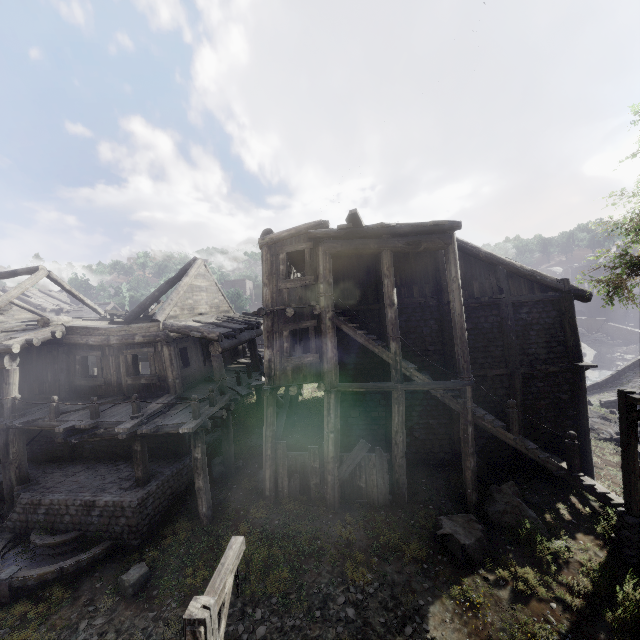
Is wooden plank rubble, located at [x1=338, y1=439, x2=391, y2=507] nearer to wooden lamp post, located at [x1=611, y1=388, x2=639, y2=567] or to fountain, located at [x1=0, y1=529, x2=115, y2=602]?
wooden lamp post, located at [x1=611, y1=388, x2=639, y2=567]

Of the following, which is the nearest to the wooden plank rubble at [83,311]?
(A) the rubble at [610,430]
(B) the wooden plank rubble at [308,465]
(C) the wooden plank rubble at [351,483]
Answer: (B) the wooden plank rubble at [308,465]

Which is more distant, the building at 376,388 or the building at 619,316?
the building at 619,316

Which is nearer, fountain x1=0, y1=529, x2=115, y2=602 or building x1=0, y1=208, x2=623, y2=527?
fountain x1=0, y1=529, x2=115, y2=602

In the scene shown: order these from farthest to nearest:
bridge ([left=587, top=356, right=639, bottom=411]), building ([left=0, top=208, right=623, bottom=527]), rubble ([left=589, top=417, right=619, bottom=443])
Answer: bridge ([left=587, top=356, right=639, bottom=411]) < rubble ([left=589, top=417, right=619, bottom=443]) < building ([left=0, top=208, right=623, bottom=527])

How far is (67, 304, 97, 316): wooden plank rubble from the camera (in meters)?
39.40

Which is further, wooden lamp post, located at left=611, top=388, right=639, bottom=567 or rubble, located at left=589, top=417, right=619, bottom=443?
rubble, located at left=589, top=417, right=619, bottom=443

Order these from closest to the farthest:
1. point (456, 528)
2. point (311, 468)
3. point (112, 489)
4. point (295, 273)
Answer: point (456, 528)
point (112, 489)
point (311, 468)
point (295, 273)
